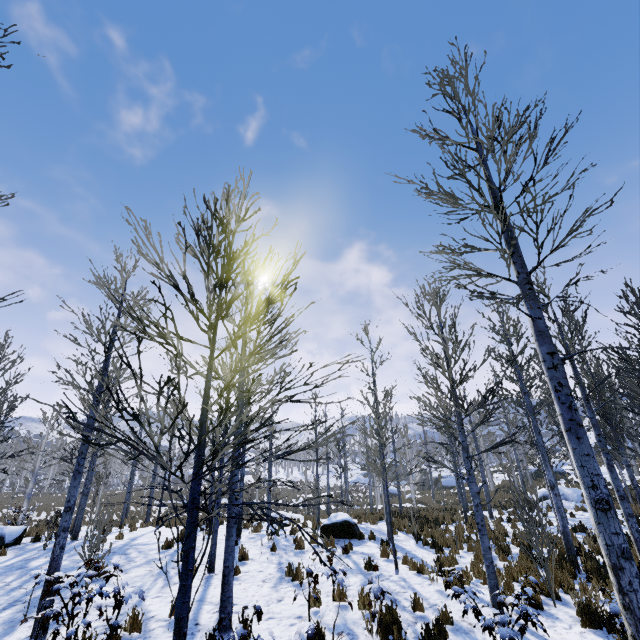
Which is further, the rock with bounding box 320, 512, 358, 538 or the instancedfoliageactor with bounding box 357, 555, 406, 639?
the rock with bounding box 320, 512, 358, 538

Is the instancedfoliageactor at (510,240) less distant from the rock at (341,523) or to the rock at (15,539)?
the rock at (341,523)

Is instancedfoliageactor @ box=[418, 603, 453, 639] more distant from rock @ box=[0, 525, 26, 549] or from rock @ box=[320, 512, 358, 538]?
rock @ box=[0, 525, 26, 549]

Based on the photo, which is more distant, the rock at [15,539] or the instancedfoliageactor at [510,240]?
the rock at [15,539]

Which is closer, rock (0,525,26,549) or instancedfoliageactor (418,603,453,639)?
instancedfoliageactor (418,603,453,639)

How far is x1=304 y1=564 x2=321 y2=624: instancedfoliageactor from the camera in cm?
651

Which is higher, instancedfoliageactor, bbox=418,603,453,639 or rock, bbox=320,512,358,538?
rock, bbox=320,512,358,538

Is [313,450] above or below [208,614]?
above
